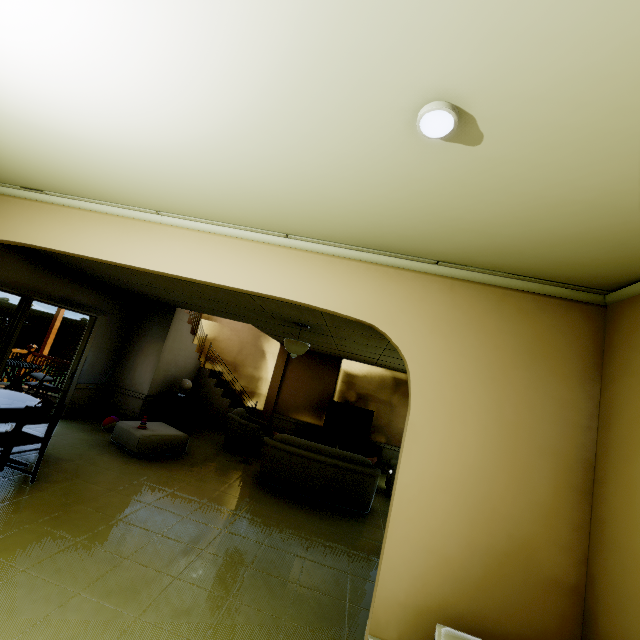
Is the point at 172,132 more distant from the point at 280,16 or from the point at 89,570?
the point at 89,570

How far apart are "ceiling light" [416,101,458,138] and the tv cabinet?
8.68m

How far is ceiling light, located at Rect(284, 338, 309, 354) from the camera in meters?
5.4

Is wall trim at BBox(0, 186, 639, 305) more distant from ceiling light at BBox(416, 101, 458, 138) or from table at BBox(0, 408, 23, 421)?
table at BBox(0, 408, 23, 421)

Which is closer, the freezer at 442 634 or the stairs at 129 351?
the freezer at 442 634

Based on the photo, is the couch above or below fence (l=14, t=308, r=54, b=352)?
below

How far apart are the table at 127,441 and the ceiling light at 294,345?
2.6m

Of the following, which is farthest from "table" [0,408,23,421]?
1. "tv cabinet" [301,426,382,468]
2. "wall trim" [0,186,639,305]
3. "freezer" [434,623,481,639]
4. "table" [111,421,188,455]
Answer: "tv cabinet" [301,426,382,468]
